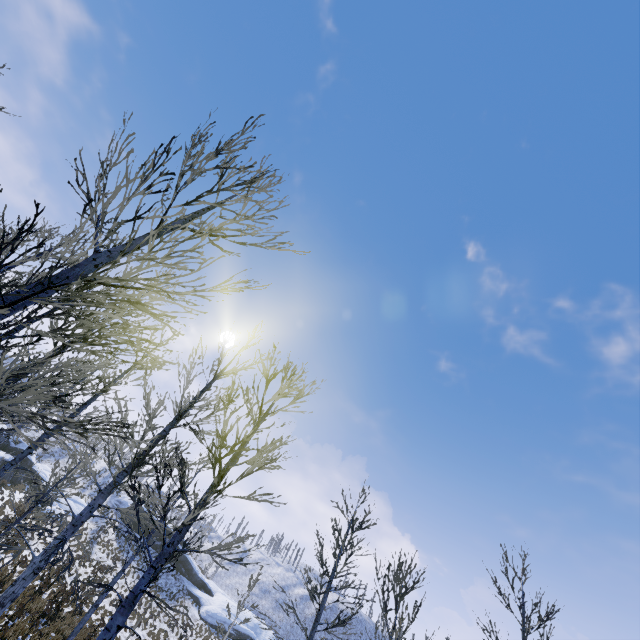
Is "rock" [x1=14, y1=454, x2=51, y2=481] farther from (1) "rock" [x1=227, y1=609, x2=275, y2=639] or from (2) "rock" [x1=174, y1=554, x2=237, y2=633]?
(1) "rock" [x1=227, y1=609, x2=275, y2=639]

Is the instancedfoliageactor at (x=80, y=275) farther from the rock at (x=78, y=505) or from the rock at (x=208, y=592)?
the rock at (x=208, y=592)

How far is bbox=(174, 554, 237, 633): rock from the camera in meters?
36.2

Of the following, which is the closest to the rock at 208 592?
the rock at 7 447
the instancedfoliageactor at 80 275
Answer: the rock at 7 447

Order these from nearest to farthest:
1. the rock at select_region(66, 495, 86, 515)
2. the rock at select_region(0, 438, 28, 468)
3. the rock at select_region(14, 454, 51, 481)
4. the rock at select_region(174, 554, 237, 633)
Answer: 1. the rock at select_region(0, 438, 28, 468)
2. the rock at select_region(14, 454, 51, 481)
3. the rock at select_region(66, 495, 86, 515)
4. the rock at select_region(174, 554, 237, 633)

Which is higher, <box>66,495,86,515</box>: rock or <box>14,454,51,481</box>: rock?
<box>14,454,51,481</box>: rock

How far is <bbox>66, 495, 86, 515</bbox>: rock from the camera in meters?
35.2

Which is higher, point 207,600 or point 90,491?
point 90,491
